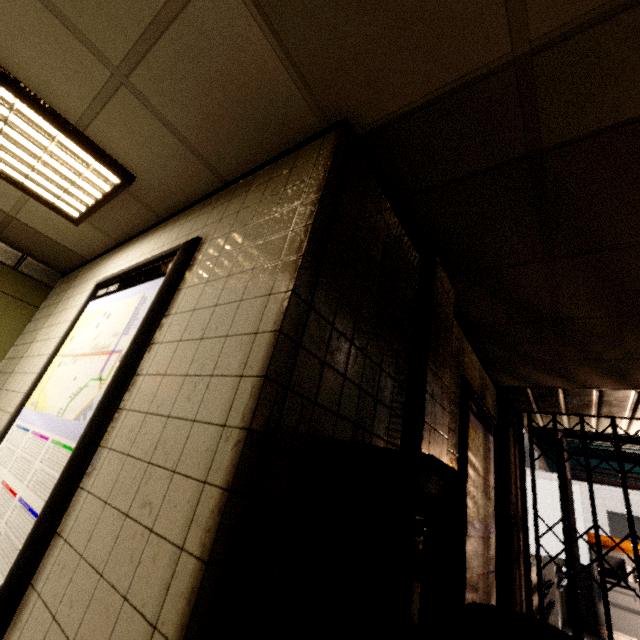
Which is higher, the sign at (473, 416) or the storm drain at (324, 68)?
the storm drain at (324, 68)

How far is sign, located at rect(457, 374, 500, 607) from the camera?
2.2m

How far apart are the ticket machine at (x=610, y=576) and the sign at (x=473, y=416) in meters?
6.8 m

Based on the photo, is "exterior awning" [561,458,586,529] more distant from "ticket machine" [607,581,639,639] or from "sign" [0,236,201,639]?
"sign" [0,236,201,639]

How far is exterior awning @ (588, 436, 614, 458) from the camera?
4.9m

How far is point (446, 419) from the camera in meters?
1.8 m

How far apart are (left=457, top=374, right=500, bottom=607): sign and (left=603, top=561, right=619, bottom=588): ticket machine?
6.8 meters
